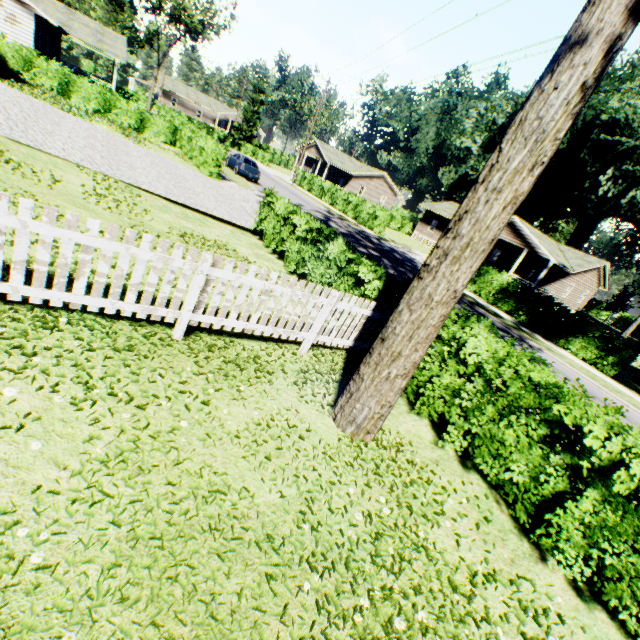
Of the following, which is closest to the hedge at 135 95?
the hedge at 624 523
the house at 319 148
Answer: the house at 319 148

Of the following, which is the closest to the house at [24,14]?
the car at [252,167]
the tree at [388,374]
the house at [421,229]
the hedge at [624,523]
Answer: the tree at [388,374]

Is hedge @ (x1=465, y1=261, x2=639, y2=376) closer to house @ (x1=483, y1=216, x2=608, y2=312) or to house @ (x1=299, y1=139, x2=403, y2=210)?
house @ (x1=483, y1=216, x2=608, y2=312)

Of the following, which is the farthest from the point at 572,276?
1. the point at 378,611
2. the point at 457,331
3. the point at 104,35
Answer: the point at 104,35

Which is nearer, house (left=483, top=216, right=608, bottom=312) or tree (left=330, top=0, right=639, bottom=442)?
tree (left=330, top=0, right=639, bottom=442)

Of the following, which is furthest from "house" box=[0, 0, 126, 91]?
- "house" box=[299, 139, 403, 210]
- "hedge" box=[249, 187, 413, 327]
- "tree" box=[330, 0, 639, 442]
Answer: "house" box=[299, 139, 403, 210]

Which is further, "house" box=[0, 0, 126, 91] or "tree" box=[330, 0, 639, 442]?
"house" box=[0, 0, 126, 91]

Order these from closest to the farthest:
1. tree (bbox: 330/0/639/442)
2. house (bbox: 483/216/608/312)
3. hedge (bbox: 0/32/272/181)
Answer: tree (bbox: 330/0/639/442)
hedge (bbox: 0/32/272/181)
house (bbox: 483/216/608/312)
